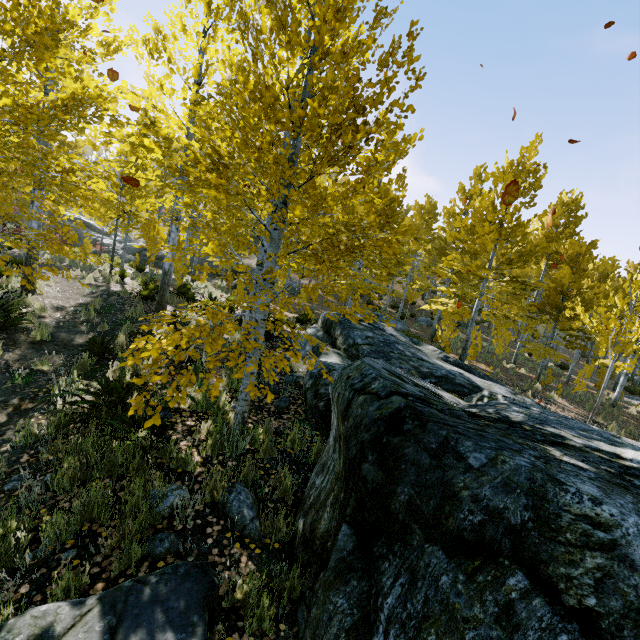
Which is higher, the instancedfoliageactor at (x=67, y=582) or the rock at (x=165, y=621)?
the rock at (x=165, y=621)

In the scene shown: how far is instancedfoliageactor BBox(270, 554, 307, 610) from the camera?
2.7m

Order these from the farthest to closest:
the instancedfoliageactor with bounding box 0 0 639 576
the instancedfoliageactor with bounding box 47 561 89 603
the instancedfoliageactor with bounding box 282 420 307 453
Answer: the instancedfoliageactor with bounding box 282 420 307 453, the instancedfoliageactor with bounding box 0 0 639 576, the instancedfoliageactor with bounding box 47 561 89 603

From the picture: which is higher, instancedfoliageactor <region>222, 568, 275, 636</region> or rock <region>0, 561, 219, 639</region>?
rock <region>0, 561, 219, 639</region>

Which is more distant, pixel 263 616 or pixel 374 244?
pixel 374 244
